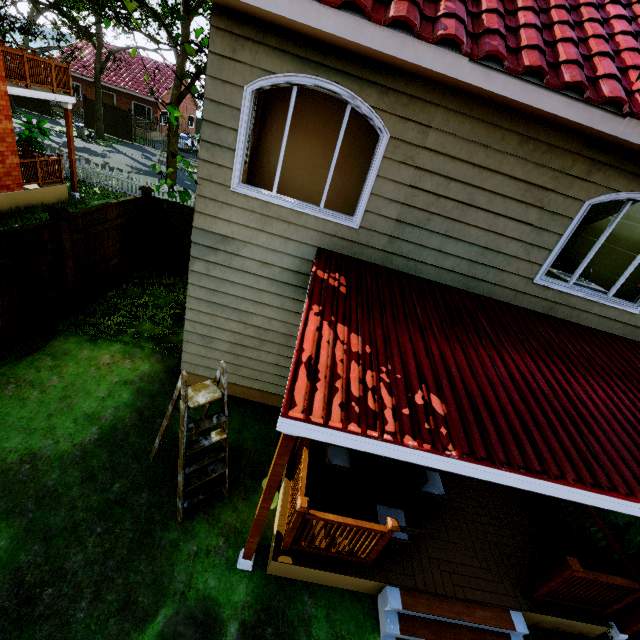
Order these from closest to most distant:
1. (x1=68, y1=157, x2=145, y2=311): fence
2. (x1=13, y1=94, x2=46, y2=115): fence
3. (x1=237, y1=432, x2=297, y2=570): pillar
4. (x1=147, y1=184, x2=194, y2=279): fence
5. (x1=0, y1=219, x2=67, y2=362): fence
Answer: (x1=237, y1=432, x2=297, y2=570): pillar, (x1=0, y1=219, x2=67, y2=362): fence, (x1=68, y1=157, x2=145, y2=311): fence, (x1=147, y1=184, x2=194, y2=279): fence, (x1=13, y1=94, x2=46, y2=115): fence

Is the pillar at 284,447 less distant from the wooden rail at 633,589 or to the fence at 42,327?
the wooden rail at 633,589

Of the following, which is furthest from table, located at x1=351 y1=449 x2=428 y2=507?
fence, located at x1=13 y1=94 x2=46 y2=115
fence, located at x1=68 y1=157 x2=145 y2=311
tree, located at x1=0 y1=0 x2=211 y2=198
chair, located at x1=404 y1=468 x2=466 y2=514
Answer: fence, located at x1=13 y1=94 x2=46 y2=115

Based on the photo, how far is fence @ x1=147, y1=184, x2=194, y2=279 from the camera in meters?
9.3 m

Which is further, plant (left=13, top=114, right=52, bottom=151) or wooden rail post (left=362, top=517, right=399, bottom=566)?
plant (left=13, top=114, right=52, bottom=151)

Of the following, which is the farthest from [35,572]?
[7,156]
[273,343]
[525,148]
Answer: [7,156]

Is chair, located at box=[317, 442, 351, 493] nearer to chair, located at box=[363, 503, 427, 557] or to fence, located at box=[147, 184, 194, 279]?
chair, located at box=[363, 503, 427, 557]

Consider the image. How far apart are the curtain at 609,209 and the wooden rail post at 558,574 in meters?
4.3 m
